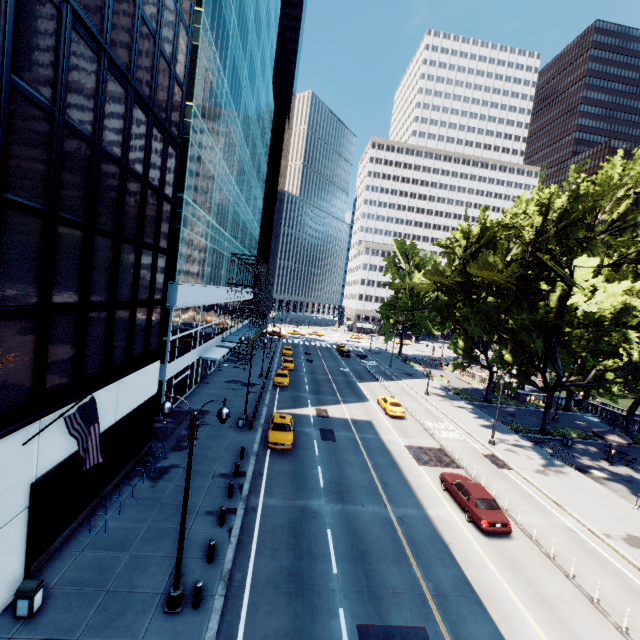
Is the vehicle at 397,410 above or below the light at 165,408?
below

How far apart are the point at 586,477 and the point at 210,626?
28.8 meters

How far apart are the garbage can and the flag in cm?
382

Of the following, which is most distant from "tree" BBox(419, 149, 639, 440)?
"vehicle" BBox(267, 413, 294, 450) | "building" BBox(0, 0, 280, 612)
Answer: "building" BBox(0, 0, 280, 612)

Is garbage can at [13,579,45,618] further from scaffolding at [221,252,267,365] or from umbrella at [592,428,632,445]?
umbrella at [592,428,632,445]

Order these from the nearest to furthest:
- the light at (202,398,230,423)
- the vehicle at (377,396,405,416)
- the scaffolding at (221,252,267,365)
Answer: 1. the light at (202,398,230,423)
2. the vehicle at (377,396,405,416)
3. the scaffolding at (221,252,267,365)

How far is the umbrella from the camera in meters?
28.3

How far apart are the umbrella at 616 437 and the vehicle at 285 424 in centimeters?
2784cm
